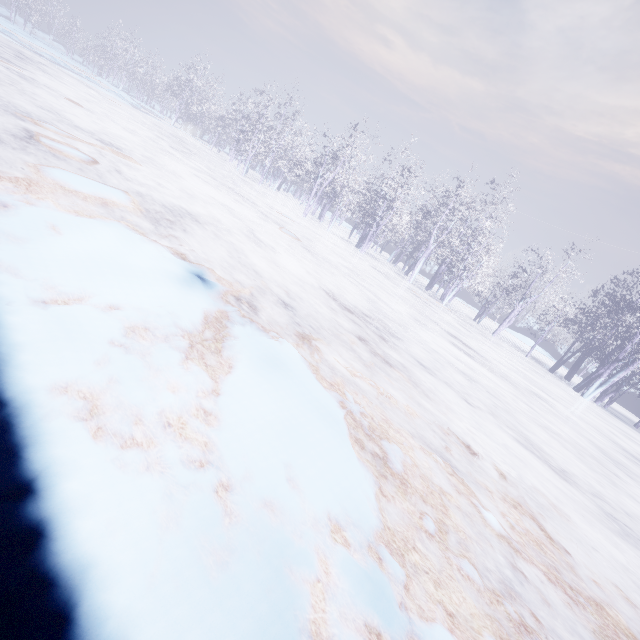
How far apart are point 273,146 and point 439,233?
14.7m
